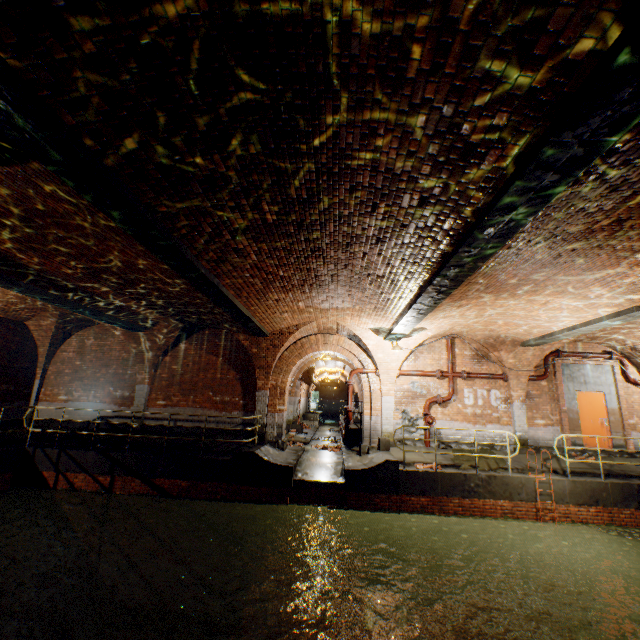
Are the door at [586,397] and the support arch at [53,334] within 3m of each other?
no

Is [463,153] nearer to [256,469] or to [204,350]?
[256,469]

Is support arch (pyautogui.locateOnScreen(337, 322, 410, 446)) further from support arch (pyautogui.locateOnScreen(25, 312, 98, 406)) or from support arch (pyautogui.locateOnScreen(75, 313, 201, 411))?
support arch (pyautogui.locateOnScreen(25, 312, 98, 406))

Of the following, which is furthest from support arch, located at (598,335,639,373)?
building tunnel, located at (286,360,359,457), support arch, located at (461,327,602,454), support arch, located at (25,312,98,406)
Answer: support arch, located at (25,312,98,406)

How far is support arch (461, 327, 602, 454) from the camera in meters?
11.8

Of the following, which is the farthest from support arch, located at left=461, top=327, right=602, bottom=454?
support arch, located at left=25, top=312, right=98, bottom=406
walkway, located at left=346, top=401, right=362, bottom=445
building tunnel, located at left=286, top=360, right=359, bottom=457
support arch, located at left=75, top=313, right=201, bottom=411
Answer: support arch, located at left=25, top=312, right=98, bottom=406

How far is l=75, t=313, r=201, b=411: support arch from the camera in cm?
1259

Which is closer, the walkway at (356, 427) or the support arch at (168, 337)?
the support arch at (168, 337)
